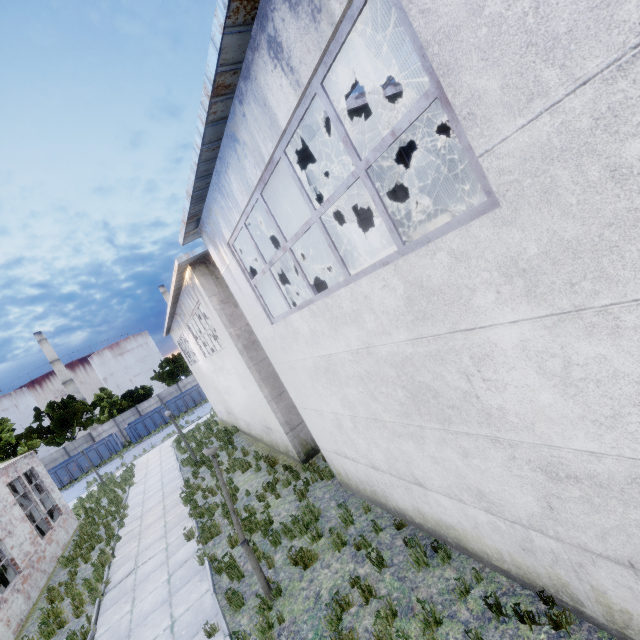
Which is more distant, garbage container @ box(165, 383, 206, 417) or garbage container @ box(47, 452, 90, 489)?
garbage container @ box(165, 383, 206, 417)

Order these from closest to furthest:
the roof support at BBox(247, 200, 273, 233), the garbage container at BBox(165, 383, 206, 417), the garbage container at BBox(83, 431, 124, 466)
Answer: the roof support at BBox(247, 200, 273, 233), the garbage container at BBox(83, 431, 124, 466), the garbage container at BBox(165, 383, 206, 417)

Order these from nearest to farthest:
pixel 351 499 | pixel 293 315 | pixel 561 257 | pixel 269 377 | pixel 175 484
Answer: pixel 561 257 → pixel 293 315 → pixel 351 499 → pixel 269 377 → pixel 175 484

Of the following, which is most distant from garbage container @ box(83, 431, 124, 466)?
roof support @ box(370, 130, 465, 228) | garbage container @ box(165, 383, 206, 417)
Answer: roof support @ box(370, 130, 465, 228)

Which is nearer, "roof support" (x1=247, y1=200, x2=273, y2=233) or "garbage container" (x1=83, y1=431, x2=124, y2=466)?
"roof support" (x1=247, y1=200, x2=273, y2=233)

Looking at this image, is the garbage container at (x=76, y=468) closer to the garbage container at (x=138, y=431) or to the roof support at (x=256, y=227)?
the garbage container at (x=138, y=431)

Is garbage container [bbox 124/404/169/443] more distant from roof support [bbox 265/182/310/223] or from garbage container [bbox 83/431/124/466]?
roof support [bbox 265/182/310/223]
